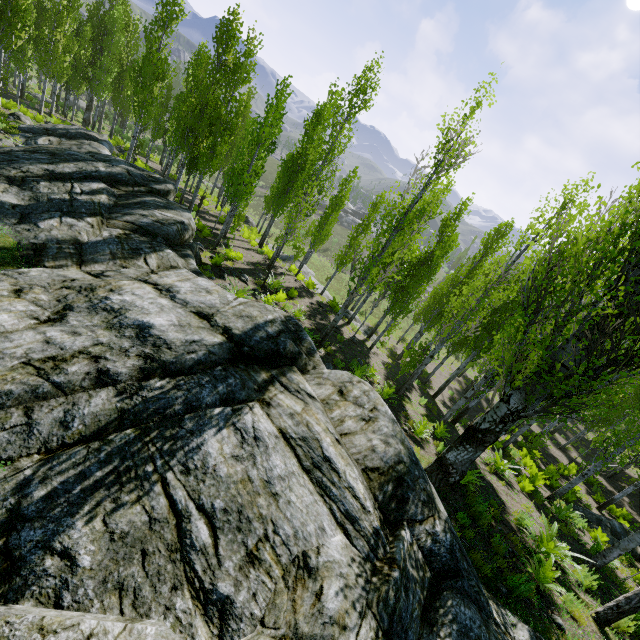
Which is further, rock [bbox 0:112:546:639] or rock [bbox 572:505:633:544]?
rock [bbox 572:505:633:544]

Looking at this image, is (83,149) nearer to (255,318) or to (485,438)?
(255,318)

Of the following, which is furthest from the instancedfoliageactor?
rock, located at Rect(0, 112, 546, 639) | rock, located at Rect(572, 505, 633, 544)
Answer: rock, located at Rect(572, 505, 633, 544)

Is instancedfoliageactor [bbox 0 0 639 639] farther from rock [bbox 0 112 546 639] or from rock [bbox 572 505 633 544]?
rock [bbox 572 505 633 544]

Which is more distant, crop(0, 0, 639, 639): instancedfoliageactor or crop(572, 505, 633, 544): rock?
crop(572, 505, 633, 544): rock

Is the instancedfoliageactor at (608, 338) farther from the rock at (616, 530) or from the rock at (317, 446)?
the rock at (616, 530)
